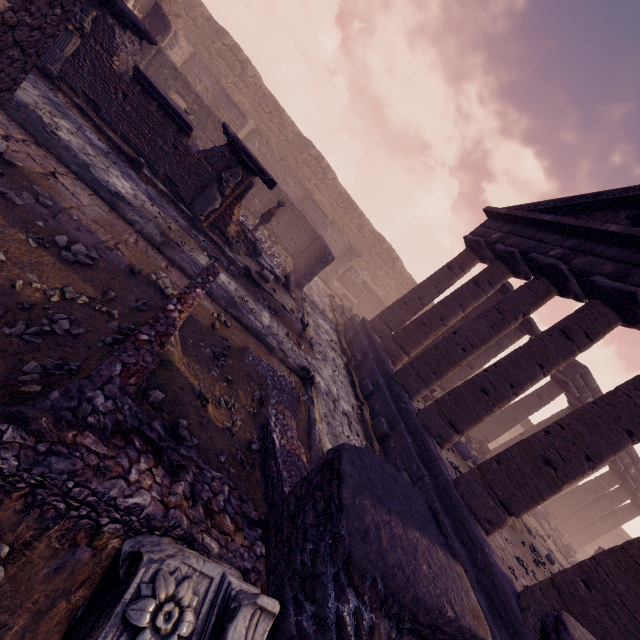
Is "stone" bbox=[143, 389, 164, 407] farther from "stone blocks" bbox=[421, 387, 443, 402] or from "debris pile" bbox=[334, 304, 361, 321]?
"debris pile" bbox=[334, 304, 361, 321]

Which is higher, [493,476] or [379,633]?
[493,476]

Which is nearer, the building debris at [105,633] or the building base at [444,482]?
the building debris at [105,633]

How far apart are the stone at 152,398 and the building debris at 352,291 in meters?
19.0

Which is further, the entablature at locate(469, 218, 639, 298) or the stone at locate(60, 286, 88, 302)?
the entablature at locate(469, 218, 639, 298)

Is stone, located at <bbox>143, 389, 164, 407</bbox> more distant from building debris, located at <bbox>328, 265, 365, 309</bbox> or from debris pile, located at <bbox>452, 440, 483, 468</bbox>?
building debris, located at <bbox>328, 265, 365, 309</bbox>

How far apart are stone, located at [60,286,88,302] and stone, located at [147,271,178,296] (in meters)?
1.32

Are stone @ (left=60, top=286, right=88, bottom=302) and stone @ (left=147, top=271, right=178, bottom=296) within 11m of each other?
yes
